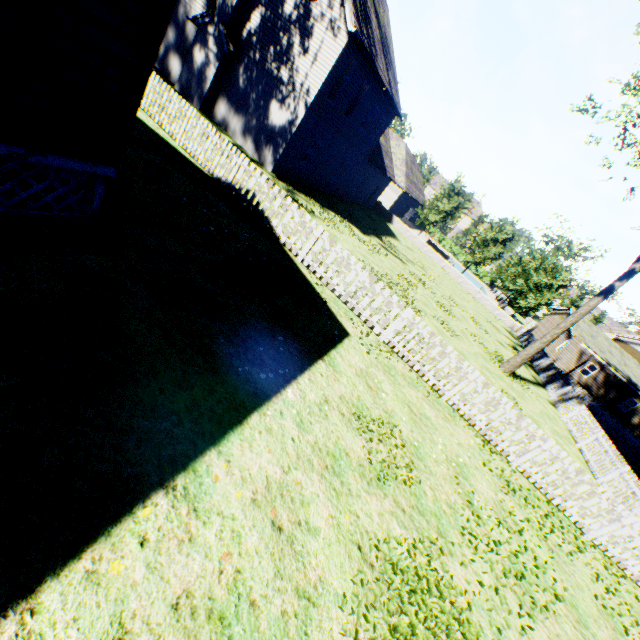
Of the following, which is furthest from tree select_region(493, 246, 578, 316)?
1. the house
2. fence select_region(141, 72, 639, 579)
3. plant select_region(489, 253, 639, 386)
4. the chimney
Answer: the house

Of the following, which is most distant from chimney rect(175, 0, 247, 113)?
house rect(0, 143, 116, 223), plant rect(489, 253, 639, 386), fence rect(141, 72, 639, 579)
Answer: plant rect(489, 253, 639, 386)

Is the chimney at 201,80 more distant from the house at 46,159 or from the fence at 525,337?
the house at 46,159

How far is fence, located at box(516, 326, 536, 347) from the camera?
28.4 meters

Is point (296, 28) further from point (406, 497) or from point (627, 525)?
point (627, 525)

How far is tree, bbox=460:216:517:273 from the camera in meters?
32.8 m

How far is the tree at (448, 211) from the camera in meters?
33.8
